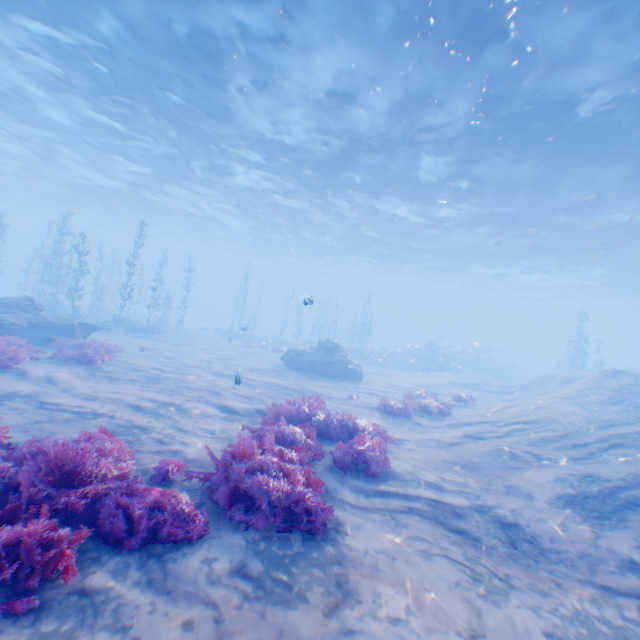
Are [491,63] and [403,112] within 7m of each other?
yes

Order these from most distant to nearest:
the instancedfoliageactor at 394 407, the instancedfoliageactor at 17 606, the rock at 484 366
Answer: the rock at 484 366 → the instancedfoliageactor at 394 407 → the instancedfoliageactor at 17 606

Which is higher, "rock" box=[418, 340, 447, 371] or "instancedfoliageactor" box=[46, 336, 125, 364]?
"rock" box=[418, 340, 447, 371]

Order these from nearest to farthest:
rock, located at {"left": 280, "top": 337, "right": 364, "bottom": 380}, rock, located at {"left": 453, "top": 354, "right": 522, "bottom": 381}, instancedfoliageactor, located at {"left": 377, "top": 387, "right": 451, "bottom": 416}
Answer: Result: instancedfoliageactor, located at {"left": 377, "top": 387, "right": 451, "bottom": 416}, rock, located at {"left": 280, "top": 337, "right": 364, "bottom": 380}, rock, located at {"left": 453, "top": 354, "right": 522, "bottom": 381}

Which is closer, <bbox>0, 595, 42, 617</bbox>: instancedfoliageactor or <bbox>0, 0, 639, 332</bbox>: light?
<bbox>0, 595, 42, 617</bbox>: instancedfoliageactor

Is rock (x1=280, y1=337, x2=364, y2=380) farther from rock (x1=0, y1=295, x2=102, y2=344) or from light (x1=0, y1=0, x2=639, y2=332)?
light (x1=0, y1=0, x2=639, y2=332)

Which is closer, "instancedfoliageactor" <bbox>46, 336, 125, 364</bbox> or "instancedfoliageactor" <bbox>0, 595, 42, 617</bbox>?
"instancedfoliageactor" <bbox>0, 595, 42, 617</bbox>

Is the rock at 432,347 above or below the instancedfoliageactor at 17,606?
above
